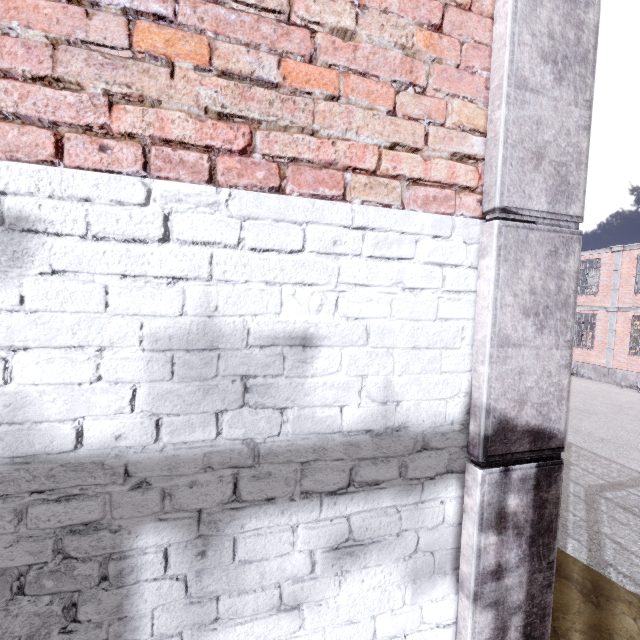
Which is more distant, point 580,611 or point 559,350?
point 580,611
